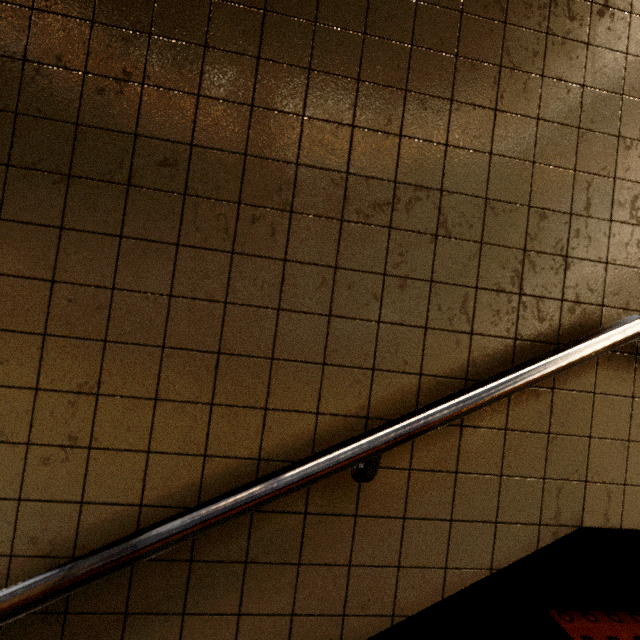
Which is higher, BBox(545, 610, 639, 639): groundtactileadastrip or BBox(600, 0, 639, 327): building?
BBox(600, 0, 639, 327): building

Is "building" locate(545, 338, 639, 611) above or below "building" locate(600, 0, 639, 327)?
below

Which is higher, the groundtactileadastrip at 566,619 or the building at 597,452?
the building at 597,452

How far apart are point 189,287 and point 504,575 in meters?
1.3

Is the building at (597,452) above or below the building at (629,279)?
below

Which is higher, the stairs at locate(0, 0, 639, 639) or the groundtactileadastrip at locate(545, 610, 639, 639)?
the stairs at locate(0, 0, 639, 639)
